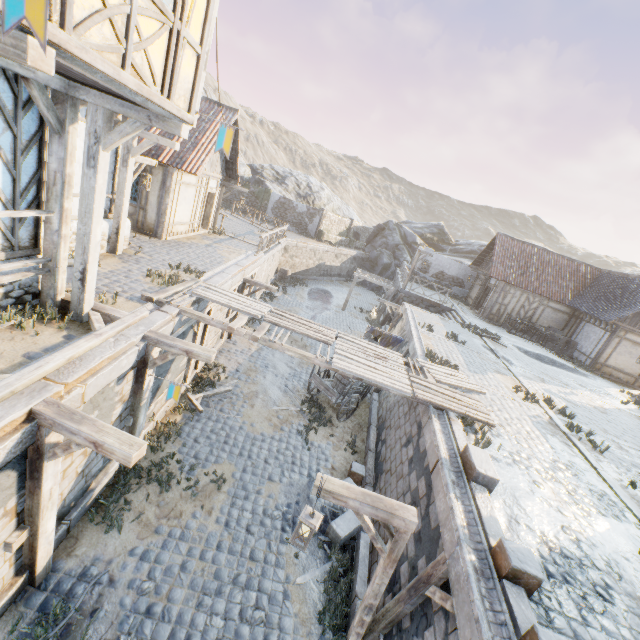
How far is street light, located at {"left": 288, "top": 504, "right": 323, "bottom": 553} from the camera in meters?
4.6 m

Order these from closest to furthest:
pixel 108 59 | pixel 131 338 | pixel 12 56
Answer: pixel 12 56, pixel 108 59, pixel 131 338

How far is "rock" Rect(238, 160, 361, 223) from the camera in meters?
36.1

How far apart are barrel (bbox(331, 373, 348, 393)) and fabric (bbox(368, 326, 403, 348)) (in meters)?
1.31

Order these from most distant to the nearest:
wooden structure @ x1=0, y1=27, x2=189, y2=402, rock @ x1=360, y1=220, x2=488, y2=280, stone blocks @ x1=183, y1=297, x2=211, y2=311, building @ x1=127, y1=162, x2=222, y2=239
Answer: rock @ x1=360, y1=220, x2=488, y2=280
building @ x1=127, y1=162, x2=222, y2=239
stone blocks @ x1=183, y1=297, x2=211, y2=311
wooden structure @ x1=0, y1=27, x2=189, y2=402

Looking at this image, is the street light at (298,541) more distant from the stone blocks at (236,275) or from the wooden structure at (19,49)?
the stone blocks at (236,275)

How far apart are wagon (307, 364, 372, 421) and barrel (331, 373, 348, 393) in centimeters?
4cm

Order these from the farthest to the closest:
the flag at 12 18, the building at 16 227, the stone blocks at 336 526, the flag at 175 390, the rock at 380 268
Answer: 1. the rock at 380 268
2. the flag at 175 390
3. the stone blocks at 336 526
4. the building at 16 227
5. the flag at 12 18
